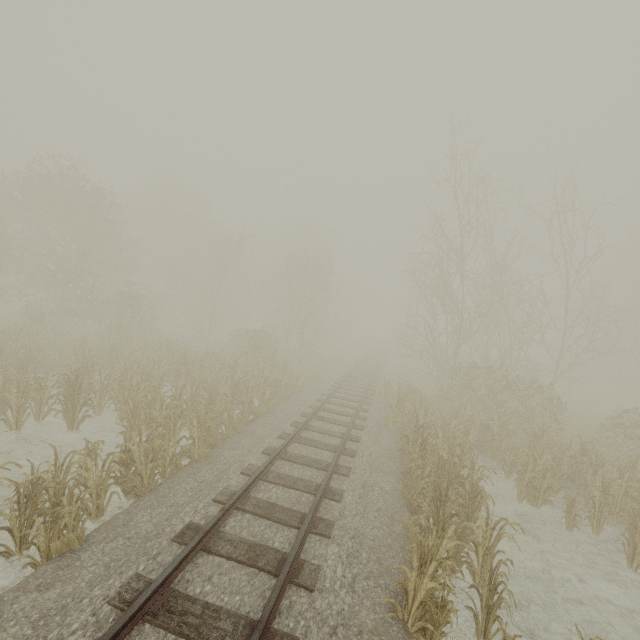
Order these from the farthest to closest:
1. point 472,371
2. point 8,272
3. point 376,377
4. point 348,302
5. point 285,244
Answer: point 348,302 → point 285,244 → point 376,377 → point 8,272 → point 472,371
